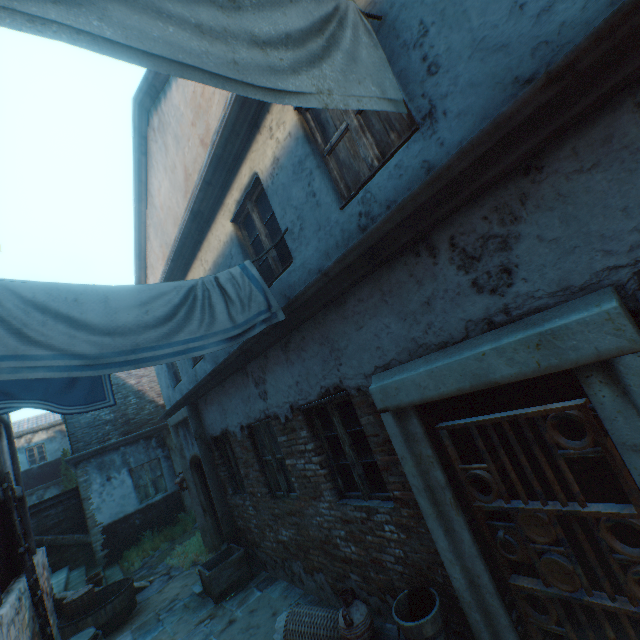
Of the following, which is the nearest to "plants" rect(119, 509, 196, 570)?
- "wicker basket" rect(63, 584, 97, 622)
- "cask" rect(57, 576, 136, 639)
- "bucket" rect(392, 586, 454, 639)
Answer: "cask" rect(57, 576, 136, 639)

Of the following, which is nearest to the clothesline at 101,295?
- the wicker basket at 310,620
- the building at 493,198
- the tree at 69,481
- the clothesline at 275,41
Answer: the building at 493,198

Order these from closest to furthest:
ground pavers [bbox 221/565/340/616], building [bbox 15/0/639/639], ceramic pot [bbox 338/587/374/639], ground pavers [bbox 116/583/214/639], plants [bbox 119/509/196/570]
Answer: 1. building [bbox 15/0/639/639]
2. ceramic pot [bbox 338/587/374/639]
3. ground pavers [bbox 221/565/340/616]
4. ground pavers [bbox 116/583/214/639]
5. plants [bbox 119/509/196/570]

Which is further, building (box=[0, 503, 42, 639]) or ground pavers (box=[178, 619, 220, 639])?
ground pavers (box=[178, 619, 220, 639])

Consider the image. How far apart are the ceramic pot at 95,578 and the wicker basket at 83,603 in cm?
104

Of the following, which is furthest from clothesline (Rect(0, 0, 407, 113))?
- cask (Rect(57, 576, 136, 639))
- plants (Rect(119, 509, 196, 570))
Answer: plants (Rect(119, 509, 196, 570))

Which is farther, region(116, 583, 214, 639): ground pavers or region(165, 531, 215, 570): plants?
region(165, 531, 215, 570): plants

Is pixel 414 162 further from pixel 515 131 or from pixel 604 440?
pixel 604 440
